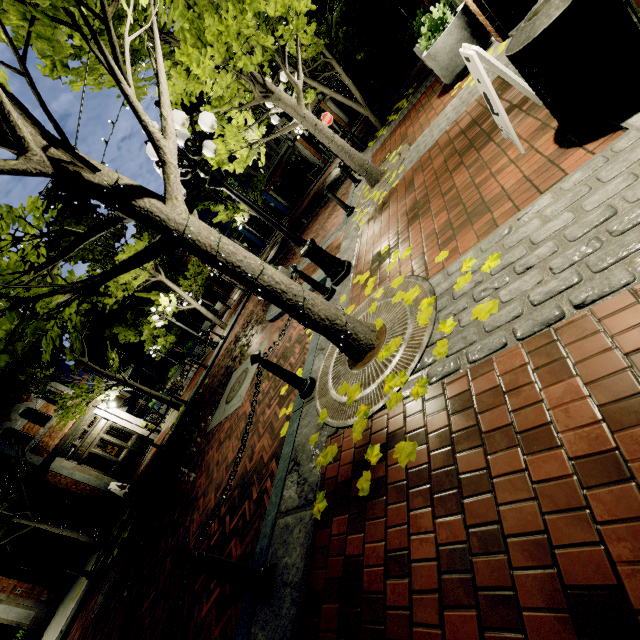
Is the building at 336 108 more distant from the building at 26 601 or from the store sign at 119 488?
the store sign at 119 488

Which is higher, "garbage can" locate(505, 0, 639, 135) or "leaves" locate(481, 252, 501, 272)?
"garbage can" locate(505, 0, 639, 135)

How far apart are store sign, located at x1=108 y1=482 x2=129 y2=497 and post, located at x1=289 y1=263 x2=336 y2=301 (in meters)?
13.99

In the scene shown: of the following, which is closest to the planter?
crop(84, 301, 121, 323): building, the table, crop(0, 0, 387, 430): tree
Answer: crop(0, 0, 387, 430): tree

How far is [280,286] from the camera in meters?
3.1

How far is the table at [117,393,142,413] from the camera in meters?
18.0

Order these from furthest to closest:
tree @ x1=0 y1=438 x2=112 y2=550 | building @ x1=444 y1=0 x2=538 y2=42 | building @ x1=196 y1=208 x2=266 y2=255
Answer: building @ x1=196 y1=208 x2=266 y2=255
tree @ x1=0 y1=438 x2=112 y2=550
building @ x1=444 y1=0 x2=538 y2=42

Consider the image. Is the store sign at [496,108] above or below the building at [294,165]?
below
